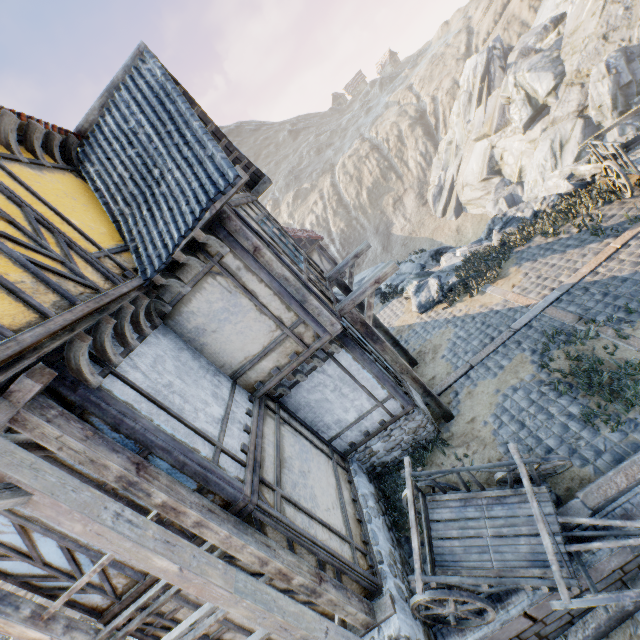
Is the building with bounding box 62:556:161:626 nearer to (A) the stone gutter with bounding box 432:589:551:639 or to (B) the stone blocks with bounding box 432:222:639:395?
(A) the stone gutter with bounding box 432:589:551:639

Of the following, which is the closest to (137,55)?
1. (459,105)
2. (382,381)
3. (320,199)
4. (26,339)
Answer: (26,339)

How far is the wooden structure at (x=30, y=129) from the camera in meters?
5.1 m

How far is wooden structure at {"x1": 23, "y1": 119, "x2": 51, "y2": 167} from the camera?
5.1 meters

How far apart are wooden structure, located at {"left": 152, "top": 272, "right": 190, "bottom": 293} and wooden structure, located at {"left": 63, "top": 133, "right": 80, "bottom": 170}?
3.1m

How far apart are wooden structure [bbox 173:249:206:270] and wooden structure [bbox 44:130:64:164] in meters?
3.0 m

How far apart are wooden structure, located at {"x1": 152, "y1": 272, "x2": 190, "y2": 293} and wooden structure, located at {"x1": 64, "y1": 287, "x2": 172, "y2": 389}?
0.72m

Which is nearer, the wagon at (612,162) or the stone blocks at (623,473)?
the stone blocks at (623,473)
